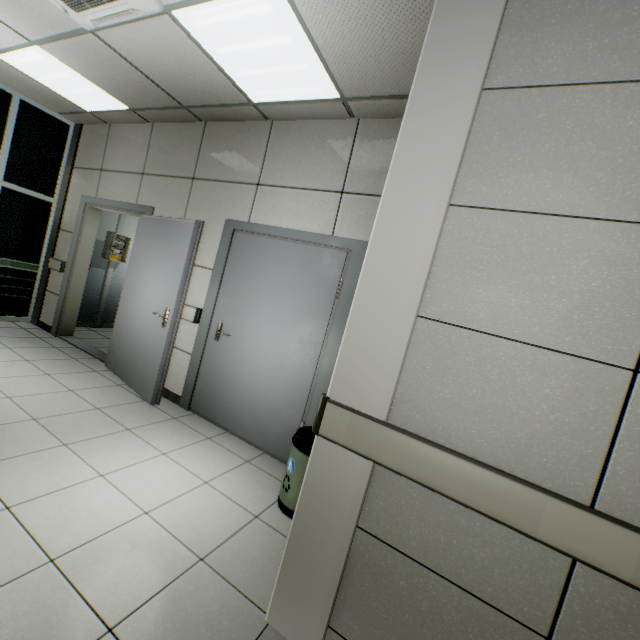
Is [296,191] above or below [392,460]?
above

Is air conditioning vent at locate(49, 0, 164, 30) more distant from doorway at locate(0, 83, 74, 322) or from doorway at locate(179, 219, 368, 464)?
doorway at locate(0, 83, 74, 322)

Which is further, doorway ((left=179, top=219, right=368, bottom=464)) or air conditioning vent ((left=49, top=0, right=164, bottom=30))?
doorway ((left=179, top=219, right=368, bottom=464))

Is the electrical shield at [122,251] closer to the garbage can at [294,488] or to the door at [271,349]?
the door at [271,349]

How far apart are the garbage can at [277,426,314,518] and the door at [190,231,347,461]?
0.3 meters

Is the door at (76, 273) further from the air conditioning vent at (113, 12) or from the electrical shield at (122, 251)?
the air conditioning vent at (113, 12)

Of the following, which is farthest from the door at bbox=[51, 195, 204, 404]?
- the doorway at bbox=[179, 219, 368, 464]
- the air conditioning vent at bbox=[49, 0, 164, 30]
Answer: the air conditioning vent at bbox=[49, 0, 164, 30]

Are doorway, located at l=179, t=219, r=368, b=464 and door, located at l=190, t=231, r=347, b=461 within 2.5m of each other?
yes
